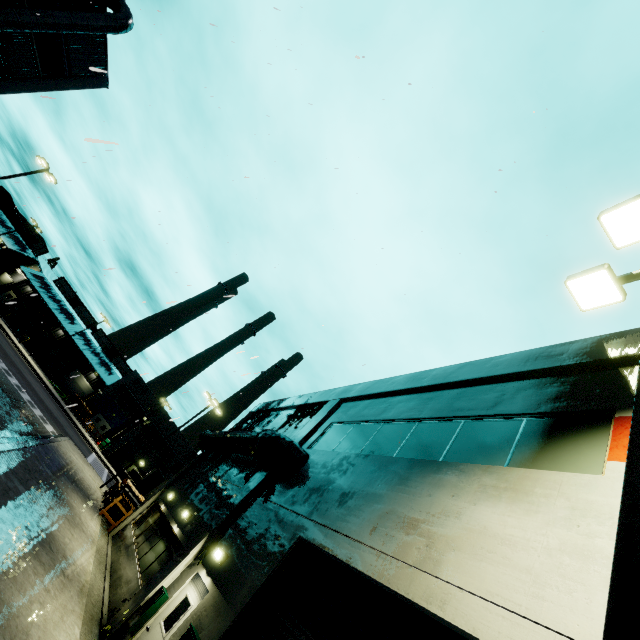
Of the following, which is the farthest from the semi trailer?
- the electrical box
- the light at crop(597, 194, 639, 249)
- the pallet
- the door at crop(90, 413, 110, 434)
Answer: the electrical box

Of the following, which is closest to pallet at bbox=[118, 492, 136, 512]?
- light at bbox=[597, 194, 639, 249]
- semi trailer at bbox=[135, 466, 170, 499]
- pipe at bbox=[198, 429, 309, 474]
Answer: pipe at bbox=[198, 429, 309, 474]

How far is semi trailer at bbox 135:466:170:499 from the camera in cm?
3061

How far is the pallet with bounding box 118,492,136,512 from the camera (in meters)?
19.27

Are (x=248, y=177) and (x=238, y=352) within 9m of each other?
yes

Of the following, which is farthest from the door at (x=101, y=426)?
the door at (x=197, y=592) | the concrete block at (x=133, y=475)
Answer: the door at (x=197, y=592)

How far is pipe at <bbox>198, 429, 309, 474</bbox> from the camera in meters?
11.0 m

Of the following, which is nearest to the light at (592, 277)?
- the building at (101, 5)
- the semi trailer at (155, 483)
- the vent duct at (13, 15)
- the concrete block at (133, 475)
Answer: the building at (101, 5)
